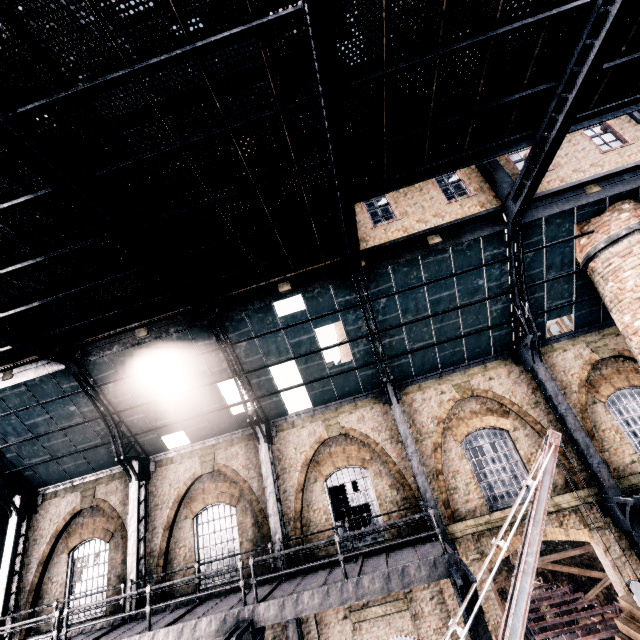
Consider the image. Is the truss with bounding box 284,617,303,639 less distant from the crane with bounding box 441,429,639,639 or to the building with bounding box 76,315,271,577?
the building with bounding box 76,315,271,577

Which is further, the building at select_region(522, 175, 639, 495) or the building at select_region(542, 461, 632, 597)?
the building at select_region(522, 175, 639, 495)

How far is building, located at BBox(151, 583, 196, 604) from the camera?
12.7 meters

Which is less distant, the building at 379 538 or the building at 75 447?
the building at 379 538

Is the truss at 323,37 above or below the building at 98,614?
above

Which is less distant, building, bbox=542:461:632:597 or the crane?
the crane

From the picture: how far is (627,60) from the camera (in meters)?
7.92
